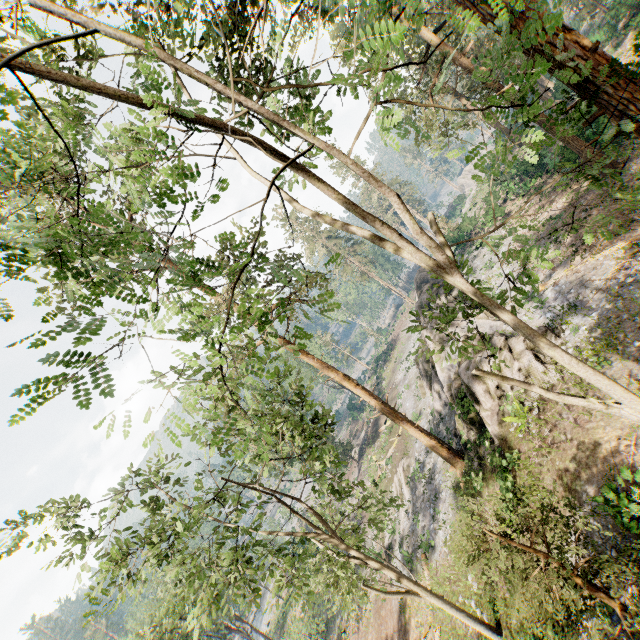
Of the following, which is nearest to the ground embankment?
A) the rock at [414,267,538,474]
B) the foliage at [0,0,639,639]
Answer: the foliage at [0,0,639,639]

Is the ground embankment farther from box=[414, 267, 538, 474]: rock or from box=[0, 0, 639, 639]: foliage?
box=[414, 267, 538, 474]: rock

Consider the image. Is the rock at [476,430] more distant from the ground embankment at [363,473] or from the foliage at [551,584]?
the ground embankment at [363,473]

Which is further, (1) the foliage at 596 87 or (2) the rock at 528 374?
(2) the rock at 528 374

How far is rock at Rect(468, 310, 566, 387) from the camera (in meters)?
15.56

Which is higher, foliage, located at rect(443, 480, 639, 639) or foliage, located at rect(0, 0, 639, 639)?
foliage, located at rect(0, 0, 639, 639)

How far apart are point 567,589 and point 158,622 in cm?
3908
